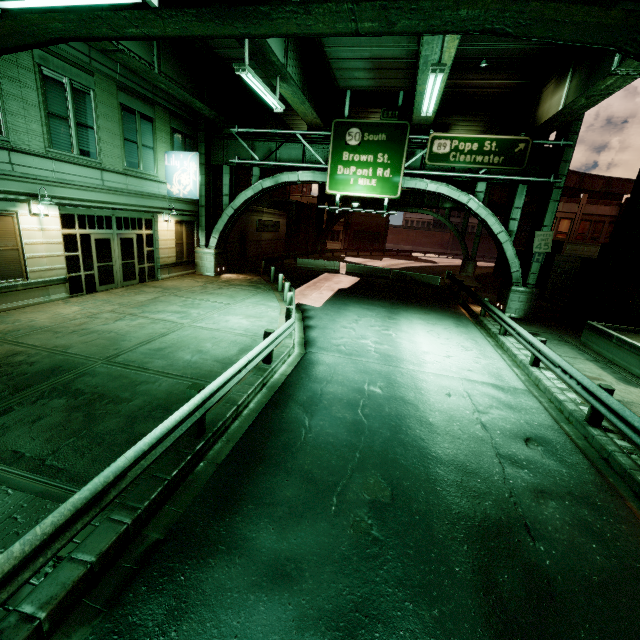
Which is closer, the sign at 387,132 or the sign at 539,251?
the sign at 387,132

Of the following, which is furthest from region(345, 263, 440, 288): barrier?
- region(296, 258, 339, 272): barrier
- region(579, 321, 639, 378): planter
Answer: region(579, 321, 639, 378): planter

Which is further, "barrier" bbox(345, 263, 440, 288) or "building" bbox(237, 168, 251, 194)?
"building" bbox(237, 168, 251, 194)

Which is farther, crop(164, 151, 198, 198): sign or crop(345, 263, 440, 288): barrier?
crop(345, 263, 440, 288): barrier

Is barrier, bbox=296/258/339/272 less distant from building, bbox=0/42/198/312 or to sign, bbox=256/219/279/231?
sign, bbox=256/219/279/231

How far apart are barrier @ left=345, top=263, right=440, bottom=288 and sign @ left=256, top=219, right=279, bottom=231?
13.1m

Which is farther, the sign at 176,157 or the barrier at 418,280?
the barrier at 418,280

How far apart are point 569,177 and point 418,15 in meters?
58.2
